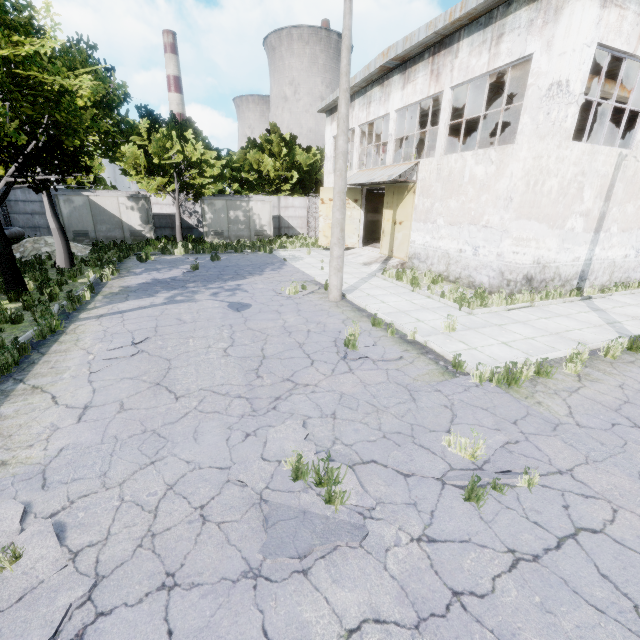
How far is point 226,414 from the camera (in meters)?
5.20

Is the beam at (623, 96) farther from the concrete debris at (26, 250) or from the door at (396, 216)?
the concrete debris at (26, 250)

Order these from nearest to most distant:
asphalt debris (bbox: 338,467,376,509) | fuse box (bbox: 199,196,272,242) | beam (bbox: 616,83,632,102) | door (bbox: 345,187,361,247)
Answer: asphalt debris (bbox: 338,467,376,509)
beam (bbox: 616,83,632,102)
door (bbox: 345,187,361,247)
fuse box (bbox: 199,196,272,242)

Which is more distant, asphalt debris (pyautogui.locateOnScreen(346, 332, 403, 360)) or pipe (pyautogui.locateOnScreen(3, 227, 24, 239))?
pipe (pyautogui.locateOnScreen(3, 227, 24, 239))

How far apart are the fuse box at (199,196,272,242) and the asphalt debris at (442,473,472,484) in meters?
23.9

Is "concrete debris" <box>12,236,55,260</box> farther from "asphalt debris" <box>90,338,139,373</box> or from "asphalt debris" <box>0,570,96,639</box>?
"asphalt debris" <box>0,570,96,639</box>

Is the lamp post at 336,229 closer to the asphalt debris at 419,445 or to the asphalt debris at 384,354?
the asphalt debris at 384,354

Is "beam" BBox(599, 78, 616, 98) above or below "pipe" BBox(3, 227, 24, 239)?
above
